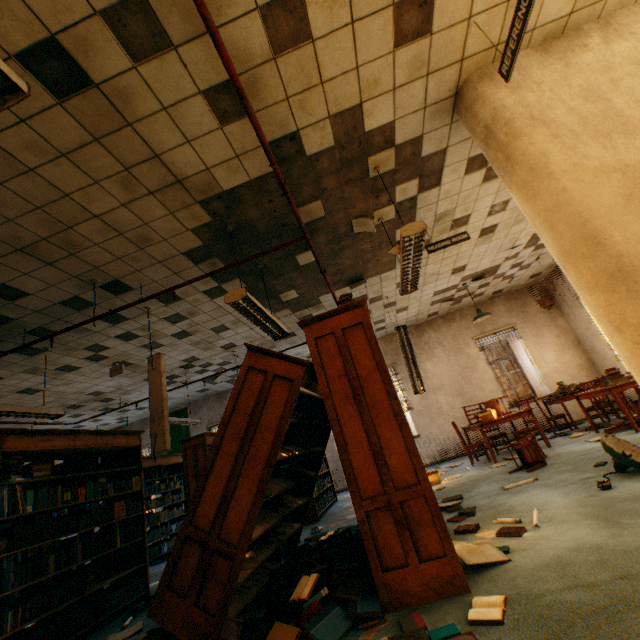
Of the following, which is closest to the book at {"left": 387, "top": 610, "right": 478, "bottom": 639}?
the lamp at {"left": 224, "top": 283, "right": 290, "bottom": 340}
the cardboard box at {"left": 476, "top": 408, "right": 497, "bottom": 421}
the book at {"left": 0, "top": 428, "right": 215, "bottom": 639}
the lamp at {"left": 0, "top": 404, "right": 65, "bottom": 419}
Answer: the lamp at {"left": 224, "top": 283, "right": 290, "bottom": 340}

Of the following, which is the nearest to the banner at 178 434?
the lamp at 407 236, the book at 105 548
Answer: the book at 105 548

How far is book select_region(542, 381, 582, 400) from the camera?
7.34m

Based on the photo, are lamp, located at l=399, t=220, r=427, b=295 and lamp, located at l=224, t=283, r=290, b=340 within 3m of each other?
yes

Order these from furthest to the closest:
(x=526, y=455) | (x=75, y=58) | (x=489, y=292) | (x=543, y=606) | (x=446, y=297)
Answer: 1. (x=489, y=292)
2. (x=446, y=297)
3. (x=526, y=455)
4. (x=75, y=58)
5. (x=543, y=606)

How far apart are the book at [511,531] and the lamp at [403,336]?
3.9 meters

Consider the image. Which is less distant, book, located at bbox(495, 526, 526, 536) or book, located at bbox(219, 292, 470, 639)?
book, located at bbox(219, 292, 470, 639)

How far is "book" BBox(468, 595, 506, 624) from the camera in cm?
174
